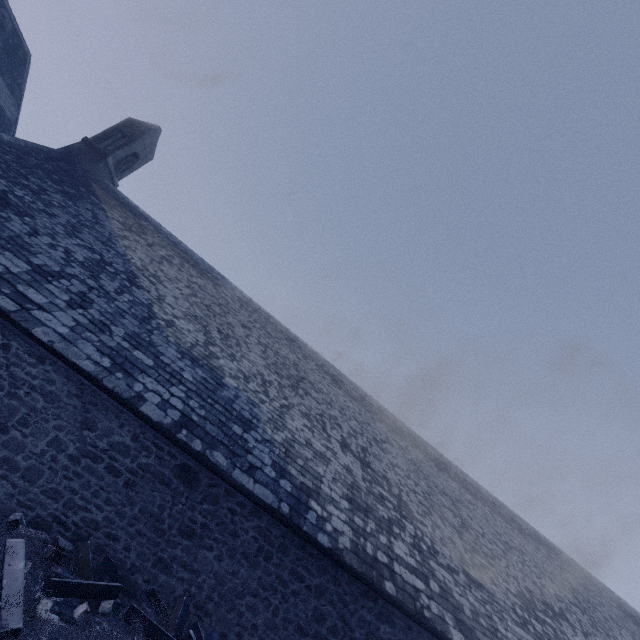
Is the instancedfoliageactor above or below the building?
below

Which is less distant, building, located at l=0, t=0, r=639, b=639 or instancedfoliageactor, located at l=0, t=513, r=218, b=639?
instancedfoliageactor, located at l=0, t=513, r=218, b=639

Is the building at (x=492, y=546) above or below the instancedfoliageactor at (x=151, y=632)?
above

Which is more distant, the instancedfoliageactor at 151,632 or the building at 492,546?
the building at 492,546

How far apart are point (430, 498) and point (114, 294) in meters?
13.2
